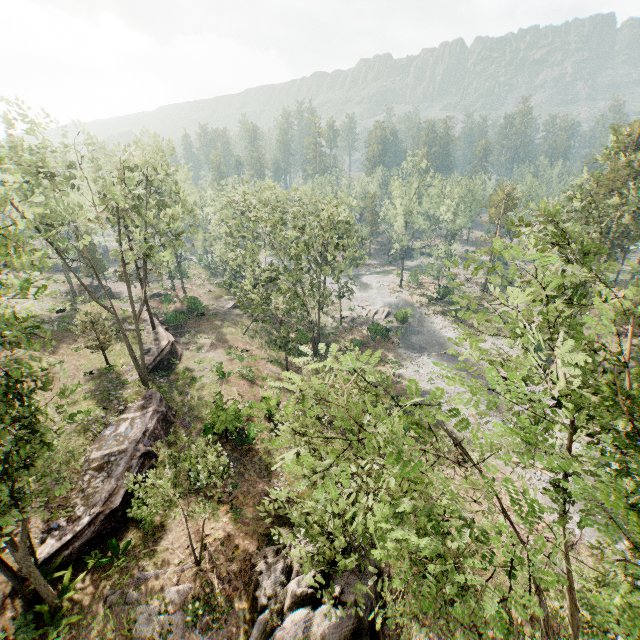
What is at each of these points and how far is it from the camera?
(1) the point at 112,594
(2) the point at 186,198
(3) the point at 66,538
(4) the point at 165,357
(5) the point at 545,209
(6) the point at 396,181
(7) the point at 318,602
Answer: (1) foliage, 13.96m
(2) foliage, 48.78m
(3) ground embankment, 14.98m
(4) ground embankment, 30.55m
(5) foliage, 10.00m
(6) foliage, 51.75m
(7) rock, 13.27m

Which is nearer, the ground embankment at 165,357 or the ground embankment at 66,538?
the ground embankment at 66,538

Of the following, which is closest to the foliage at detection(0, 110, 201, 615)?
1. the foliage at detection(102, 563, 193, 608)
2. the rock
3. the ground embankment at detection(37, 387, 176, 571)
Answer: the ground embankment at detection(37, 387, 176, 571)

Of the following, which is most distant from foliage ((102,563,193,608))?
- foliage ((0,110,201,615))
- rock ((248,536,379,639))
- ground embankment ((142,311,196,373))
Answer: ground embankment ((142,311,196,373))

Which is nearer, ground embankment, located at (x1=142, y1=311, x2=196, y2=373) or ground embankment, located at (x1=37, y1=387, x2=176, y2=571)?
ground embankment, located at (x1=37, y1=387, x2=176, y2=571)

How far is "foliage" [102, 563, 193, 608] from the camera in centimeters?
1380cm

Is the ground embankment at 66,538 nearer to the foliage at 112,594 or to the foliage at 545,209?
the foliage at 545,209

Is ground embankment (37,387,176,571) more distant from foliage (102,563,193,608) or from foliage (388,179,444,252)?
foliage (102,563,193,608)
